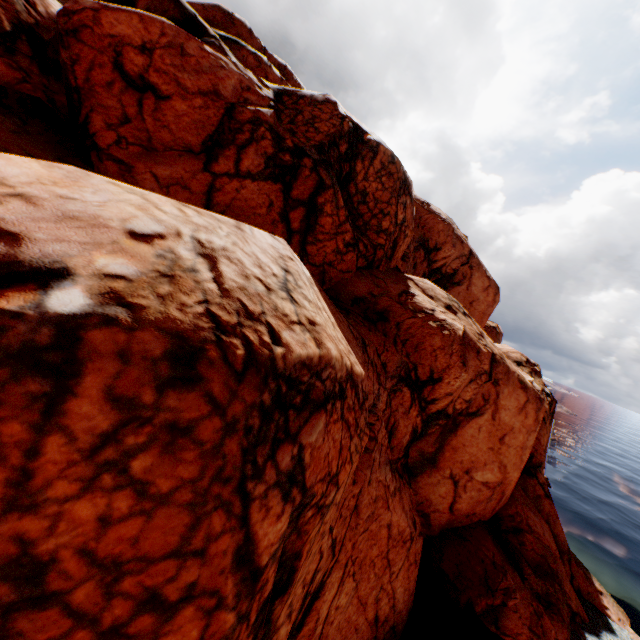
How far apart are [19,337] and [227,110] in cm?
1165
